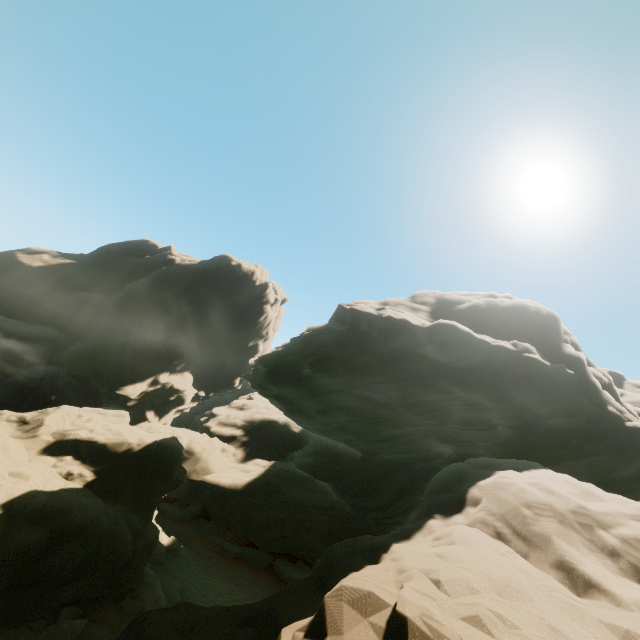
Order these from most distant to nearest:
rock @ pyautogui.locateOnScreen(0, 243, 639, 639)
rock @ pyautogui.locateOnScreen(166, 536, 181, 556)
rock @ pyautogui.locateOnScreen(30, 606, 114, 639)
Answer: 1. rock @ pyautogui.locateOnScreen(166, 536, 181, 556)
2. rock @ pyautogui.locateOnScreen(30, 606, 114, 639)
3. rock @ pyautogui.locateOnScreen(0, 243, 639, 639)

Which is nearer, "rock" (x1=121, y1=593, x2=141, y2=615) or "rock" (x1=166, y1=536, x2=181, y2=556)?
"rock" (x1=121, y1=593, x2=141, y2=615)

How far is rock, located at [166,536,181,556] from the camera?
21.53m

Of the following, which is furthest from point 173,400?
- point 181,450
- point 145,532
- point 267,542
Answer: point 145,532

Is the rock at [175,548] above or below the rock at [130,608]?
below

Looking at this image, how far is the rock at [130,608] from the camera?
13.6 meters
